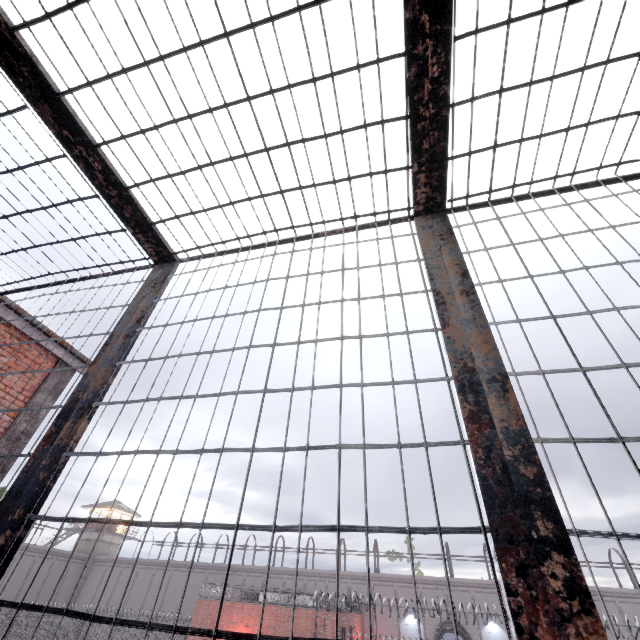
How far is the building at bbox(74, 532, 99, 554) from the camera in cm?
4400

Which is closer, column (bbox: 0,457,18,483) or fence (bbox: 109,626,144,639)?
column (bbox: 0,457,18,483)

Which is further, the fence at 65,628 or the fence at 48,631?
the fence at 65,628

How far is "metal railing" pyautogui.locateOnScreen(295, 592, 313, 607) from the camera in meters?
29.6 m

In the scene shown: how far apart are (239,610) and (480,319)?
34.5m

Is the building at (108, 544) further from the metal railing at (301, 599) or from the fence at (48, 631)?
the metal railing at (301, 599)

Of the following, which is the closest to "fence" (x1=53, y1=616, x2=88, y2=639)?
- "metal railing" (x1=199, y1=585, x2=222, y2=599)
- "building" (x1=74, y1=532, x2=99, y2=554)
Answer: "metal railing" (x1=199, y1=585, x2=222, y2=599)

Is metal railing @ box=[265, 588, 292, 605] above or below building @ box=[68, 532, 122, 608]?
below
